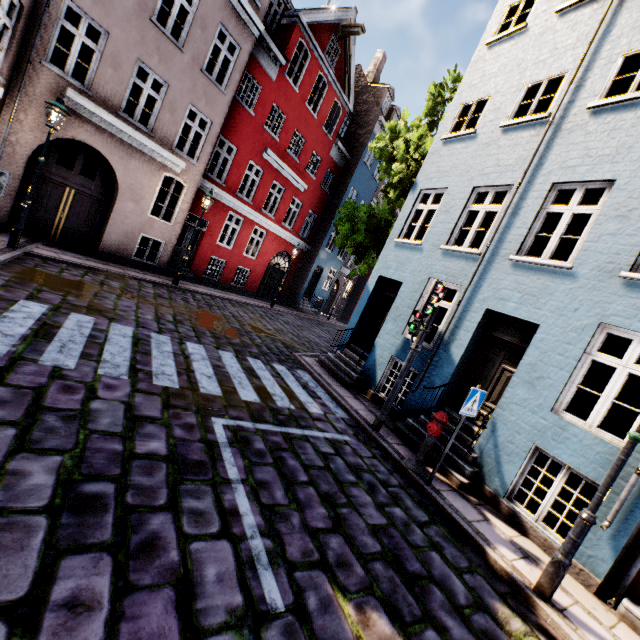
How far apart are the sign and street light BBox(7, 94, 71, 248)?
11.0 meters

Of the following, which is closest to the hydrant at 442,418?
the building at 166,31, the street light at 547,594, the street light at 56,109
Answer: the building at 166,31

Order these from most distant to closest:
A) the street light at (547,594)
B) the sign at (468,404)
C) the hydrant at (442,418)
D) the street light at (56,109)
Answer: the street light at (56,109)
the hydrant at (442,418)
the sign at (468,404)
the street light at (547,594)

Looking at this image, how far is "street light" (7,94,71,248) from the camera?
7.7m

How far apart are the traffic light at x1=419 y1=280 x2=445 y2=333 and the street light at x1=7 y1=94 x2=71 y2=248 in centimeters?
960cm

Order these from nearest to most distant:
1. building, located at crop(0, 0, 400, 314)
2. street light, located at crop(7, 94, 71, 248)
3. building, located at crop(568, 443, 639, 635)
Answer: building, located at crop(568, 443, 639, 635) → street light, located at crop(7, 94, 71, 248) → building, located at crop(0, 0, 400, 314)

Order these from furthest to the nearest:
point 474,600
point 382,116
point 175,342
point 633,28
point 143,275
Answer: point 382,116, point 143,275, point 175,342, point 633,28, point 474,600

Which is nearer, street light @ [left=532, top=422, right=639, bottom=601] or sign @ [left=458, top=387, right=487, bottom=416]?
street light @ [left=532, top=422, right=639, bottom=601]
